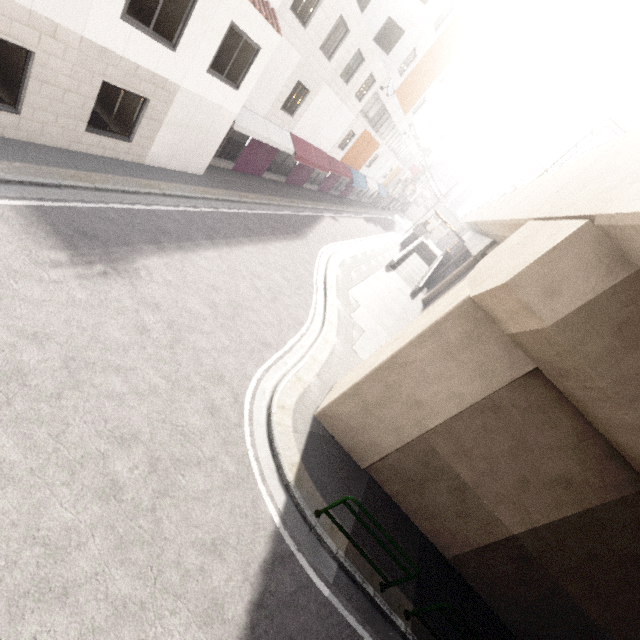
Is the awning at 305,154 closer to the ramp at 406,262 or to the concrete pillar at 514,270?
the ramp at 406,262

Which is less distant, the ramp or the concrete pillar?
the concrete pillar

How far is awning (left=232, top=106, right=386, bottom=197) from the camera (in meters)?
14.08

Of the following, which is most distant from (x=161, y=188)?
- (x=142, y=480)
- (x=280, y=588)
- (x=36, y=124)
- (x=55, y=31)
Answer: (x=280, y=588)

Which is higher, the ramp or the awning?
the awning

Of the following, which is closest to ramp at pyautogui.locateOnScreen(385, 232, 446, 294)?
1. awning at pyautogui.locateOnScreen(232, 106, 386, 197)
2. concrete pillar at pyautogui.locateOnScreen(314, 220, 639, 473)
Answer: concrete pillar at pyautogui.locateOnScreen(314, 220, 639, 473)

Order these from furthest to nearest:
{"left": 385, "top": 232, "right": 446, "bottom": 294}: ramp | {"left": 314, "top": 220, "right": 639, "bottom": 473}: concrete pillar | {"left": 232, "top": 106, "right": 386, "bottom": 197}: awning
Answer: {"left": 385, "top": 232, "right": 446, "bottom": 294}: ramp
{"left": 232, "top": 106, "right": 386, "bottom": 197}: awning
{"left": 314, "top": 220, "right": 639, "bottom": 473}: concrete pillar

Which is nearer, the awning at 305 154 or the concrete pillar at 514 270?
the concrete pillar at 514 270
